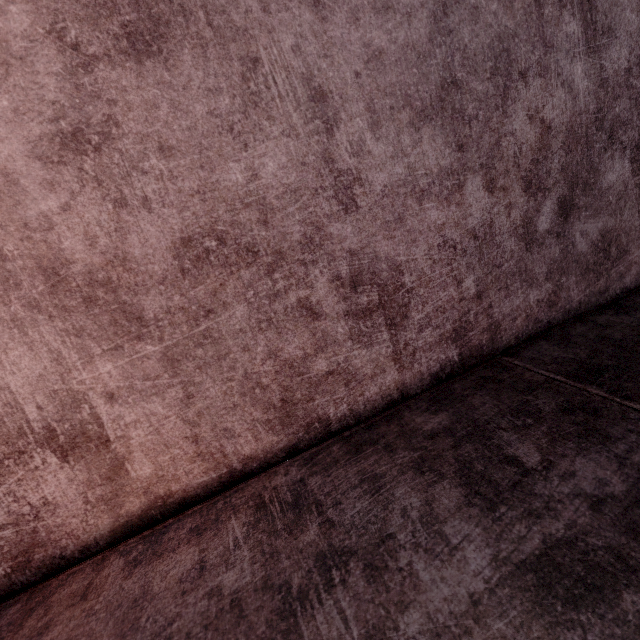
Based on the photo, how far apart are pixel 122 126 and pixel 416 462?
1.24m
